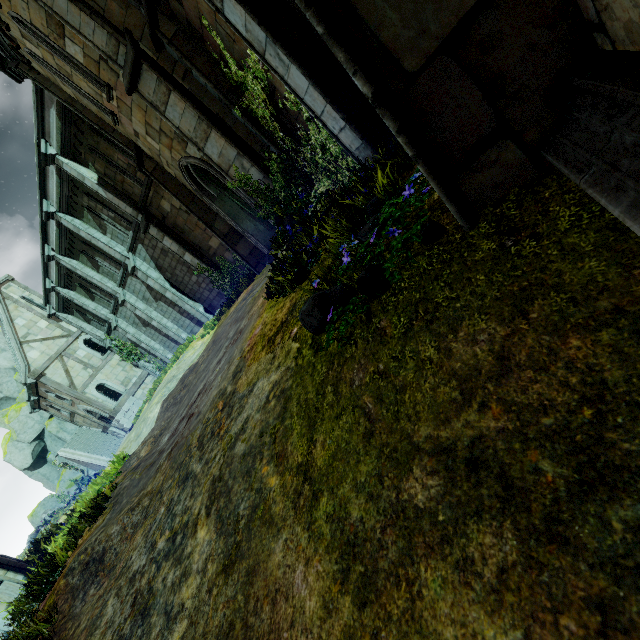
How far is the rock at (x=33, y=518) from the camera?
34.66m

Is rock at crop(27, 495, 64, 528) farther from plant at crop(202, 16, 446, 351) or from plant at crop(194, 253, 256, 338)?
plant at crop(202, 16, 446, 351)

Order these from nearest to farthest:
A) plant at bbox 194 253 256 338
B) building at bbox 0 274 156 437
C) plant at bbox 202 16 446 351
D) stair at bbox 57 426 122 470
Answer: plant at bbox 202 16 446 351 < plant at bbox 194 253 256 338 < building at bbox 0 274 156 437 < stair at bbox 57 426 122 470

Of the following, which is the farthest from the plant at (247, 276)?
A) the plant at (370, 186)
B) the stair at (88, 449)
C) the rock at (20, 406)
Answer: the rock at (20, 406)

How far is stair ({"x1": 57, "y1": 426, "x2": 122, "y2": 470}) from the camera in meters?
25.9 m

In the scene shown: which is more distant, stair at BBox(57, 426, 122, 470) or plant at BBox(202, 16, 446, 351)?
stair at BBox(57, 426, 122, 470)

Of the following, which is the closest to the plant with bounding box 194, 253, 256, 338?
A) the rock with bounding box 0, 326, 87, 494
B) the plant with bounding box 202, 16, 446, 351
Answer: the plant with bounding box 202, 16, 446, 351

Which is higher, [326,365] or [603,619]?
[326,365]
